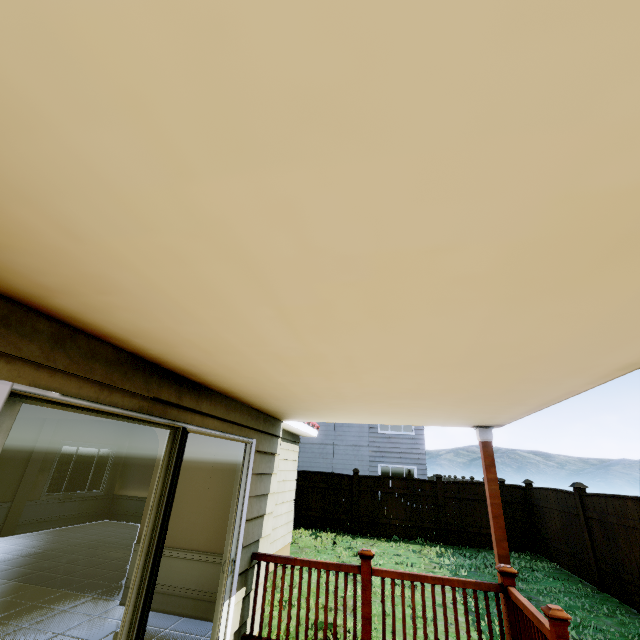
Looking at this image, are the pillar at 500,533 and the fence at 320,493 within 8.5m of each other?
no

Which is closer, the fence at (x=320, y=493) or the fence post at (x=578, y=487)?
the fence post at (x=578, y=487)

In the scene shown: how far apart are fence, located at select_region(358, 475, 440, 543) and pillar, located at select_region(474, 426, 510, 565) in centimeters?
919cm

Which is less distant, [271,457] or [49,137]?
[49,137]

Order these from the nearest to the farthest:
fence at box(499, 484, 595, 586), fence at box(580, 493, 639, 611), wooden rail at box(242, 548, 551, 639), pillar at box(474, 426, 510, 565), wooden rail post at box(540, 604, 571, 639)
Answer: wooden rail post at box(540, 604, 571, 639)
wooden rail at box(242, 548, 551, 639)
pillar at box(474, 426, 510, 565)
fence at box(580, 493, 639, 611)
fence at box(499, 484, 595, 586)

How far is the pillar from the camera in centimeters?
370cm

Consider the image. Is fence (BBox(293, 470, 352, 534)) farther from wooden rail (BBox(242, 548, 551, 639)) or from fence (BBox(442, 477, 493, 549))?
wooden rail (BBox(242, 548, 551, 639))

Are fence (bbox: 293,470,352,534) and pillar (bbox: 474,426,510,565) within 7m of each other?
no
